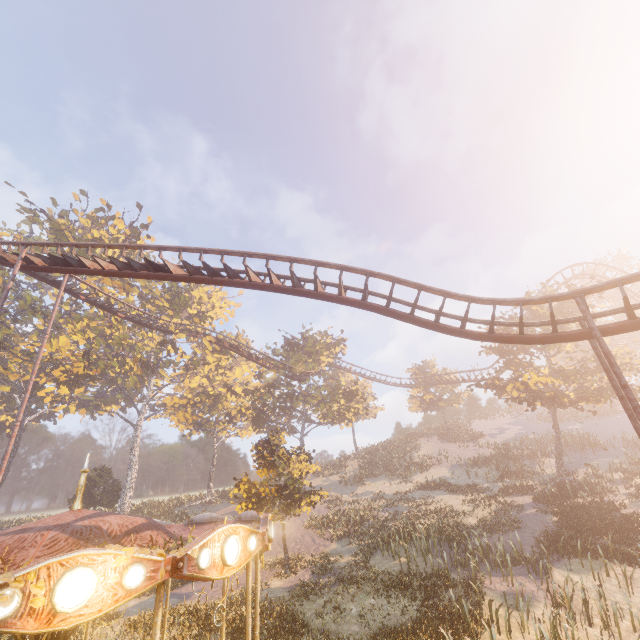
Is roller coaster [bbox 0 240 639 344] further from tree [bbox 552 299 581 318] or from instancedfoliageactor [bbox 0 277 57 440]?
instancedfoliageactor [bbox 0 277 57 440]

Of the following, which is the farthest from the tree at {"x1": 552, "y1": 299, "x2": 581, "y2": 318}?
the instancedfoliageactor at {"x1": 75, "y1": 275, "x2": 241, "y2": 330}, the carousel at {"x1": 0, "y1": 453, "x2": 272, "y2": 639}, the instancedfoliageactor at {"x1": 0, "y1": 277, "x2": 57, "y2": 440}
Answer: the instancedfoliageactor at {"x1": 0, "y1": 277, "x2": 57, "y2": 440}

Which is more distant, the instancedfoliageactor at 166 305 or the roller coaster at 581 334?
the instancedfoliageactor at 166 305

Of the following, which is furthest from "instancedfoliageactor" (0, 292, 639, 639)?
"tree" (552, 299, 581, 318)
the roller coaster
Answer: "tree" (552, 299, 581, 318)

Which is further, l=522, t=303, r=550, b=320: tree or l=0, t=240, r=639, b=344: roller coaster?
l=522, t=303, r=550, b=320: tree

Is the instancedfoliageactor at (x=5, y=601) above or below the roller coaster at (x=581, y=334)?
below

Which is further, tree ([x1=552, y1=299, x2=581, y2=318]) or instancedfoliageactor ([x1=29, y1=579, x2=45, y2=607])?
tree ([x1=552, y1=299, x2=581, y2=318])

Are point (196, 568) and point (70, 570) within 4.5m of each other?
yes
